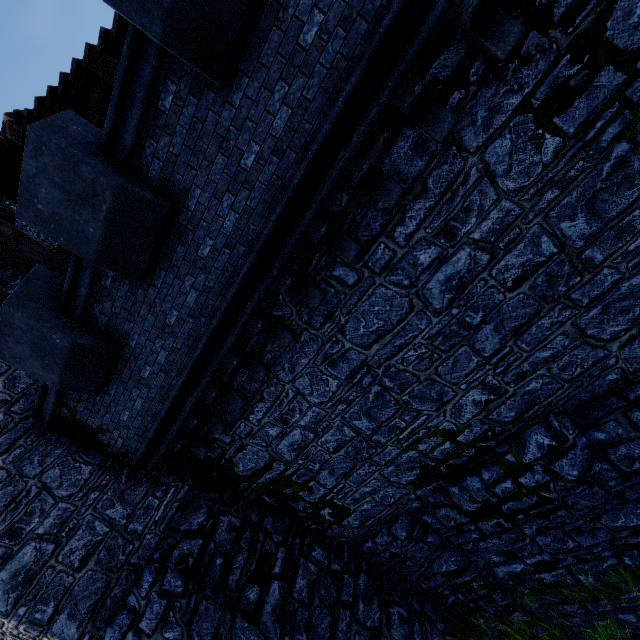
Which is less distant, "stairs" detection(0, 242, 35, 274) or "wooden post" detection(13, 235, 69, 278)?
"wooden post" detection(13, 235, 69, 278)

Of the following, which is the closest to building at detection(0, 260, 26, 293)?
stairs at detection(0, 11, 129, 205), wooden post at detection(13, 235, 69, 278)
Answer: stairs at detection(0, 11, 129, 205)

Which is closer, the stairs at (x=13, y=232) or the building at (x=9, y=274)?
the stairs at (x=13, y=232)

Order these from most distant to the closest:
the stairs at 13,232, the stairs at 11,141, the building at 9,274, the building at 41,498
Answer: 1. the building at 9,274
2. the stairs at 13,232
3. the building at 41,498
4. the stairs at 11,141

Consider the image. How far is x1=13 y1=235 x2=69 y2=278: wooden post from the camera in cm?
744

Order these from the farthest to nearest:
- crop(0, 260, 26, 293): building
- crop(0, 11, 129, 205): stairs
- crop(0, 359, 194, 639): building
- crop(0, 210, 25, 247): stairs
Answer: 1. crop(0, 260, 26, 293): building
2. crop(0, 210, 25, 247): stairs
3. crop(0, 359, 194, 639): building
4. crop(0, 11, 129, 205): stairs

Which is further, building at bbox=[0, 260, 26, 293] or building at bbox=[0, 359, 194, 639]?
building at bbox=[0, 260, 26, 293]

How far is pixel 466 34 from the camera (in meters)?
3.75
